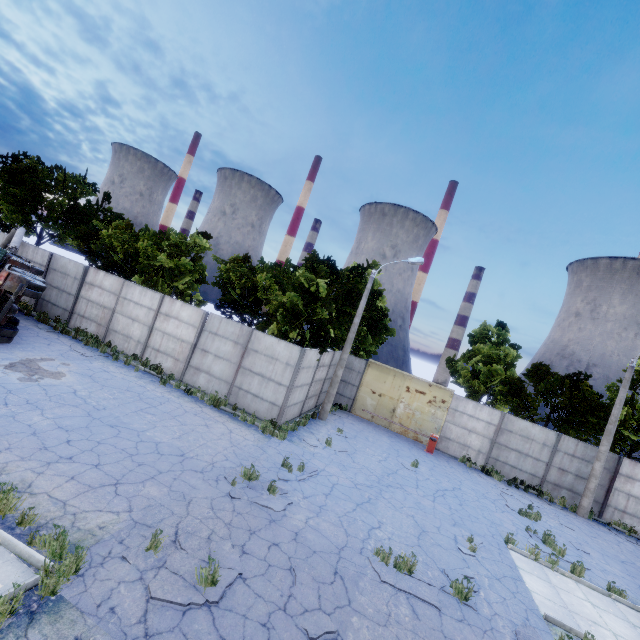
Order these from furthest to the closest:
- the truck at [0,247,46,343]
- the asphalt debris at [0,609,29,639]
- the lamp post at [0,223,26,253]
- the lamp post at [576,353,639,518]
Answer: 1. the lamp post at [0,223,26,253]
2. the lamp post at [576,353,639,518]
3. the truck at [0,247,46,343]
4. the asphalt debris at [0,609,29,639]

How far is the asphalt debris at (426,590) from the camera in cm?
714

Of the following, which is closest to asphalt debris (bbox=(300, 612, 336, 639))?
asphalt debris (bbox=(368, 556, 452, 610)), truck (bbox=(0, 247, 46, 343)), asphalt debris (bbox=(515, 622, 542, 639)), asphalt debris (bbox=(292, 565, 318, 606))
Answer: asphalt debris (bbox=(292, 565, 318, 606))

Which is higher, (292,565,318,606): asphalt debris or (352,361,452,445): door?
(352,361,452,445): door

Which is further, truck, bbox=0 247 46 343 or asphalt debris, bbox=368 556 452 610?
truck, bbox=0 247 46 343

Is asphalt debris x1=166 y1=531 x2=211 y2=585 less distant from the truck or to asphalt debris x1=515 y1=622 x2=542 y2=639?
asphalt debris x1=515 y1=622 x2=542 y2=639

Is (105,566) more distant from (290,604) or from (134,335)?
(134,335)

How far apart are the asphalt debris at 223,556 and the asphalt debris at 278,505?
1.5 meters
